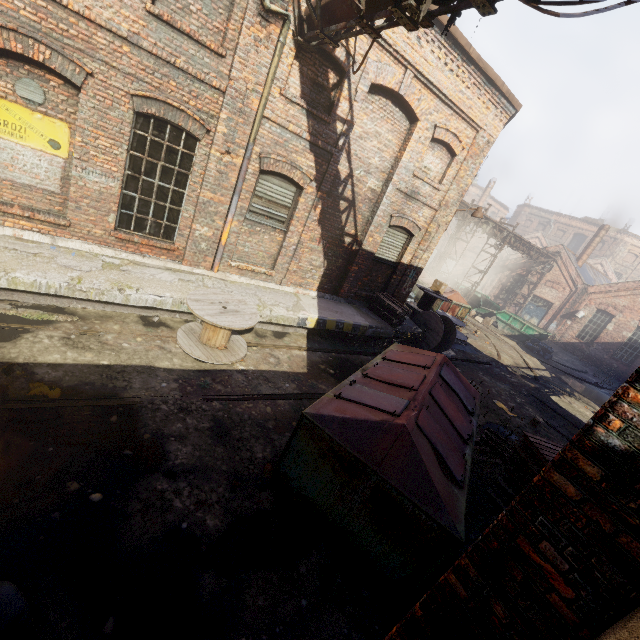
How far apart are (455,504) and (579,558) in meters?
2.4 m

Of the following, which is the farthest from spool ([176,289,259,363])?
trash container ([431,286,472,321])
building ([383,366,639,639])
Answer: trash container ([431,286,472,321])

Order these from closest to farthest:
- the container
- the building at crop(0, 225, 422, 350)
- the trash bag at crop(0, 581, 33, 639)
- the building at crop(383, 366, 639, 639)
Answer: the building at crop(383, 366, 639, 639) → the trash bag at crop(0, 581, 33, 639) → the building at crop(0, 225, 422, 350) → the container

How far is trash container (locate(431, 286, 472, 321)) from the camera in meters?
17.6 m

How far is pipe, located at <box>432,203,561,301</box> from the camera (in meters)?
20.56

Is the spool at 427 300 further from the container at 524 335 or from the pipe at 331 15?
the container at 524 335

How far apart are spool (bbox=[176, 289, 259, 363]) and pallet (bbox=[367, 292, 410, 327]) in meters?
5.1 m

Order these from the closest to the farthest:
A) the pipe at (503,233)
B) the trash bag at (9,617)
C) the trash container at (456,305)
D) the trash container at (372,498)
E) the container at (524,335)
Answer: the trash bag at (9,617), the trash container at (372,498), the trash container at (456,305), the pipe at (503,233), the container at (524,335)
